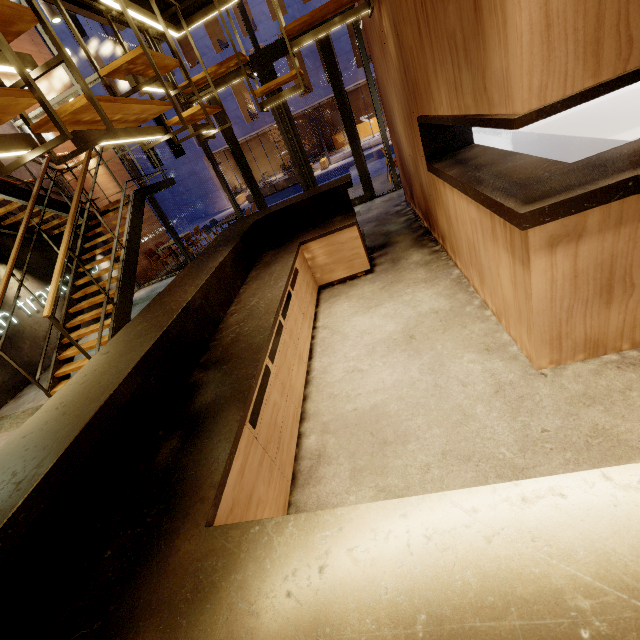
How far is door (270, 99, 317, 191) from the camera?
7.11m

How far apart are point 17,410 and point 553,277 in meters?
7.6

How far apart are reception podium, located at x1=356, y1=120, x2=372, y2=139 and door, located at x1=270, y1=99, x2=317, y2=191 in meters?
22.1 m

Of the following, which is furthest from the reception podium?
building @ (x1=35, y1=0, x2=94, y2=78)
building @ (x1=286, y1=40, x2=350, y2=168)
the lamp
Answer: the lamp

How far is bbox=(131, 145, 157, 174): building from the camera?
23.31m

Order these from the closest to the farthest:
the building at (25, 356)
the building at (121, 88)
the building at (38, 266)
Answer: the building at (25, 356)
the building at (38, 266)
the building at (121, 88)

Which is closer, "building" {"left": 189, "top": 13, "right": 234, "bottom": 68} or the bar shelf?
the bar shelf

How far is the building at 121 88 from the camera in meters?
21.1
